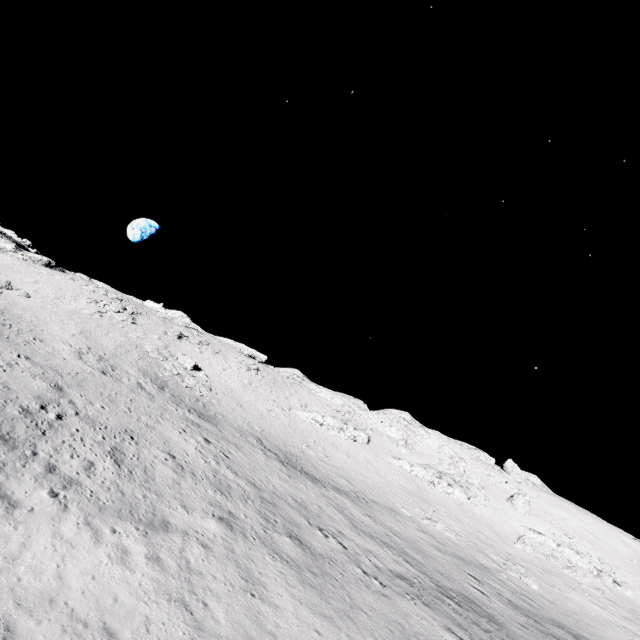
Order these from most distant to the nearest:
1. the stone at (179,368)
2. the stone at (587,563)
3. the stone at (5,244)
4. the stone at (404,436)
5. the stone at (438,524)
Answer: the stone at (404,436) → the stone at (5,244) → the stone at (179,368) → the stone at (587,563) → the stone at (438,524)

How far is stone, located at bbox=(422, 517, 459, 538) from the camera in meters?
33.8

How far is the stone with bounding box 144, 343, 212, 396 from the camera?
39.0 meters

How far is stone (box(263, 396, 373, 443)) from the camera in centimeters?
4856cm

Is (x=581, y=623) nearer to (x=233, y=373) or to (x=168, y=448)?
(x=168, y=448)

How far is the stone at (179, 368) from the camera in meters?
39.0 m

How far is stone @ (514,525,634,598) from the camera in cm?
3550

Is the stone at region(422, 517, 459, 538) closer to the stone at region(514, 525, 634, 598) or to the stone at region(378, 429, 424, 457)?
the stone at region(514, 525, 634, 598)
